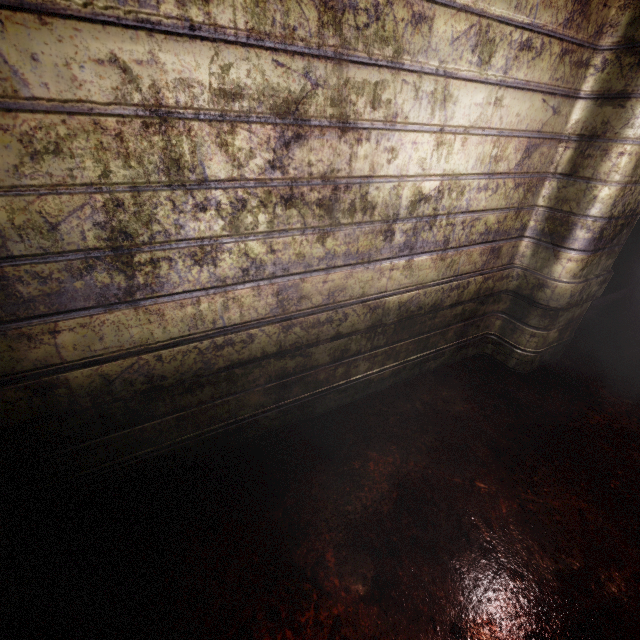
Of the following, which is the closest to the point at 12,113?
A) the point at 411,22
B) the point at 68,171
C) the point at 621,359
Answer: the point at 68,171
